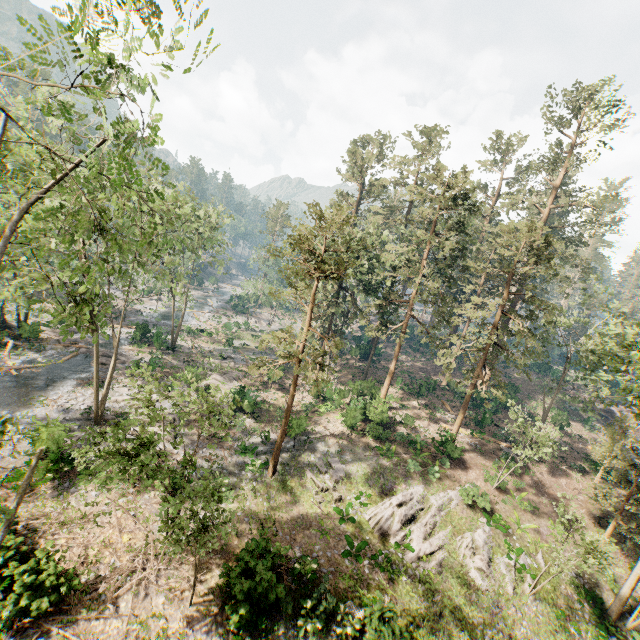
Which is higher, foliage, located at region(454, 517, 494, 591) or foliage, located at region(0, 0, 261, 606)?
foliage, located at region(0, 0, 261, 606)

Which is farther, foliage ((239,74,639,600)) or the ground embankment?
the ground embankment

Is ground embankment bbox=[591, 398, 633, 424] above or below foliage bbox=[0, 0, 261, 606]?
below

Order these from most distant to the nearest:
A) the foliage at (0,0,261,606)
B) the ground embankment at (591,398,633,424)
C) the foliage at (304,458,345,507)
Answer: the ground embankment at (591,398,633,424), the foliage at (304,458,345,507), the foliage at (0,0,261,606)

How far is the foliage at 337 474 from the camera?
21.0m

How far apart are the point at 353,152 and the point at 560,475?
43.3m

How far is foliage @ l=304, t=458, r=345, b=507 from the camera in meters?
21.0 m
